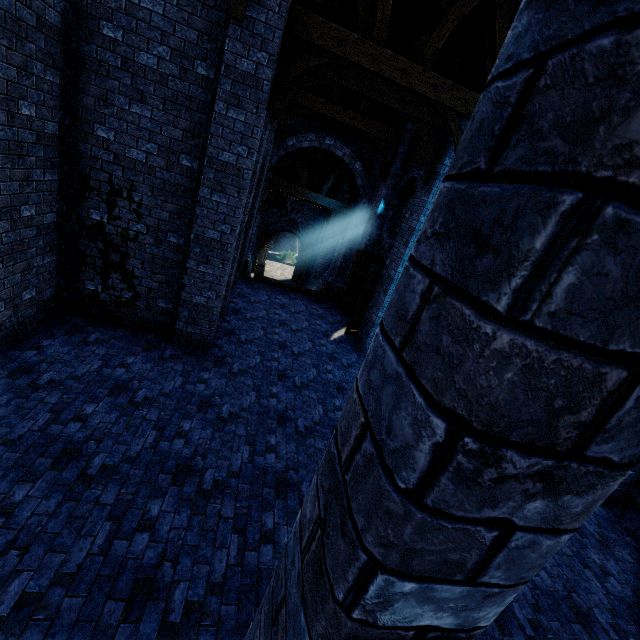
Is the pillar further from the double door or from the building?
the double door

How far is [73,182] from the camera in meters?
6.2

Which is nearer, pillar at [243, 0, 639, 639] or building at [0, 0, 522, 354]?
pillar at [243, 0, 639, 639]

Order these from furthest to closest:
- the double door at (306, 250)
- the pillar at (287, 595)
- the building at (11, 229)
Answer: the double door at (306, 250) < the building at (11, 229) < the pillar at (287, 595)

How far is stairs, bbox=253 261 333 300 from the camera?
13.0m

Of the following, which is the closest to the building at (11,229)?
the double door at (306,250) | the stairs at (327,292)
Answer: the double door at (306,250)

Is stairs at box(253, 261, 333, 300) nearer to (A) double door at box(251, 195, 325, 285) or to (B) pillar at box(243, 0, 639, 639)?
(A) double door at box(251, 195, 325, 285)

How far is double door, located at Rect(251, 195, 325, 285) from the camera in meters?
Answer: 23.6 m
